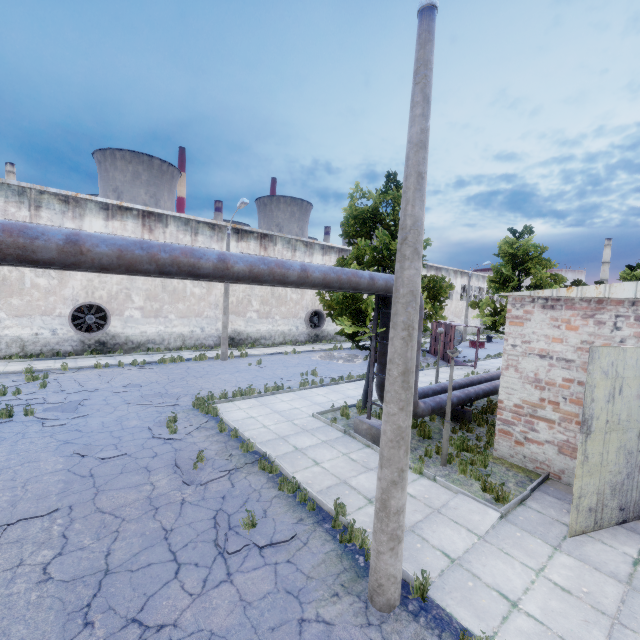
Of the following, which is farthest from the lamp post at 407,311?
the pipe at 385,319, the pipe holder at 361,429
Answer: the pipe holder at 361,429

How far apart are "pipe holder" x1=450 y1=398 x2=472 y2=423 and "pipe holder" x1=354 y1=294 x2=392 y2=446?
3.72m

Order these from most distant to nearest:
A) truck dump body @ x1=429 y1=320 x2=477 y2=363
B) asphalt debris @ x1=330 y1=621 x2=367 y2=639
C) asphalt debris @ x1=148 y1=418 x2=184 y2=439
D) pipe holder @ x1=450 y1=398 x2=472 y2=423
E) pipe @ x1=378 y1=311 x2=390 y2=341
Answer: truck dump body @ x1=429 y1=320 x2=477 y2=363 < pipe holder @ x1=450 y1=398 x2=472 y2=423 < pipe @ x1=378 y1=311 x2=390 y2=341 < asphalt debris @ x1=148 y1=418 x2=184 y2=439 < asphalt debris @ x1=330 y1=621 x2=367 y2=639

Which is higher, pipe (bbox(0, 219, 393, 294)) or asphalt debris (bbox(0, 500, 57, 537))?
pipe (bbox(0, 219, 393, 294))

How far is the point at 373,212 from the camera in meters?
11.4 m

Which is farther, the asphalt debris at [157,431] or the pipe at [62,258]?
the asphalt debris at [157,431]

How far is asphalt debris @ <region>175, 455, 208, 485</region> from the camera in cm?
769

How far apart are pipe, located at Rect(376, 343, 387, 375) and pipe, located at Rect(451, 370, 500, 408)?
0.37m
